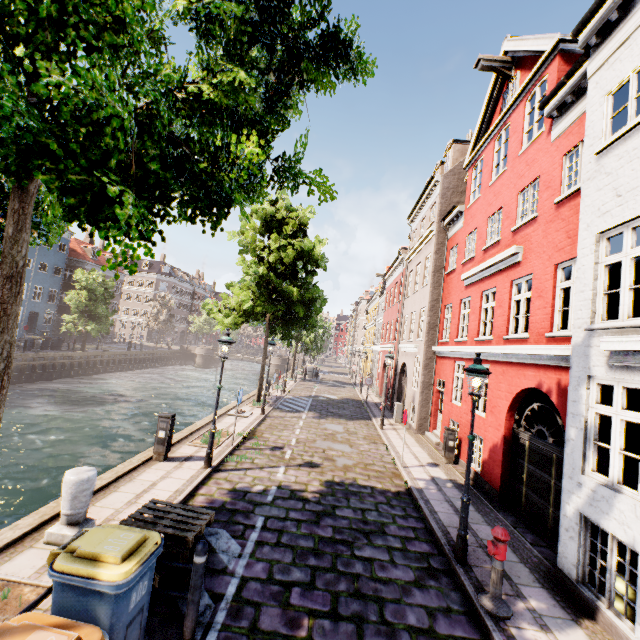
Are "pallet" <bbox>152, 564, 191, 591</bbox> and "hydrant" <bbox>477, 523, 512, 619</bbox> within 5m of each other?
yes

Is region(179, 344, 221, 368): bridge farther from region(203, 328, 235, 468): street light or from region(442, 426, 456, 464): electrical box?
region(203, 328, 235, 468): street light

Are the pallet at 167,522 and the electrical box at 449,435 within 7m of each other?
no

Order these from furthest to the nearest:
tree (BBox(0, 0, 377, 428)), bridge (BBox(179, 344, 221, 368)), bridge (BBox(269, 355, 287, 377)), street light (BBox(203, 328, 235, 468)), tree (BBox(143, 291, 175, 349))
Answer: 1. bridge (BBox(179, 344, 221, 368))
2. bridge (BBox(269, 355, 287, 377))
3. tree (BBox(143, 291, 175, 349))
4. street light (BBox(203, 328, 235, 468))
5. tree (BBox(0, 0, 377, 428))

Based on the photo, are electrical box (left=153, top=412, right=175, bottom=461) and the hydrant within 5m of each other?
no

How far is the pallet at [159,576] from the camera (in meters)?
4.62

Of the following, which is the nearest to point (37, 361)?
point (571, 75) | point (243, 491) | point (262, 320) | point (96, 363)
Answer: point (96, 363)

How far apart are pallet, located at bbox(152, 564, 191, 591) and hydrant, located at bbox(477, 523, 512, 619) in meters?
4.4 m
